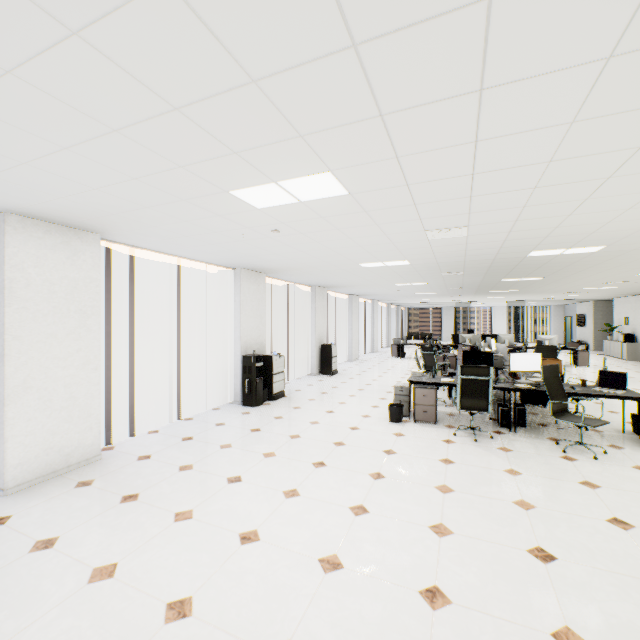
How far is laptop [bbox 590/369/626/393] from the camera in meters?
Result: 5.0 m

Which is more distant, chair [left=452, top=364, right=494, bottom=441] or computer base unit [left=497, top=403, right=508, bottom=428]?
computer base unit [left=497, top=403, right=508, bottom=428]

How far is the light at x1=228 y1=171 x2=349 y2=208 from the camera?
2.6 meters

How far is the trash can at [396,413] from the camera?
5.7 meters

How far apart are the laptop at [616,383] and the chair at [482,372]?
1.8m

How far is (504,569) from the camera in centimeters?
239cm

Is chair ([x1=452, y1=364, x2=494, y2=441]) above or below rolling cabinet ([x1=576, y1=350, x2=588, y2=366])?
above

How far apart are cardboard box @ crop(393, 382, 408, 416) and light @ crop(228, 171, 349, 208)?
4.3 meters
